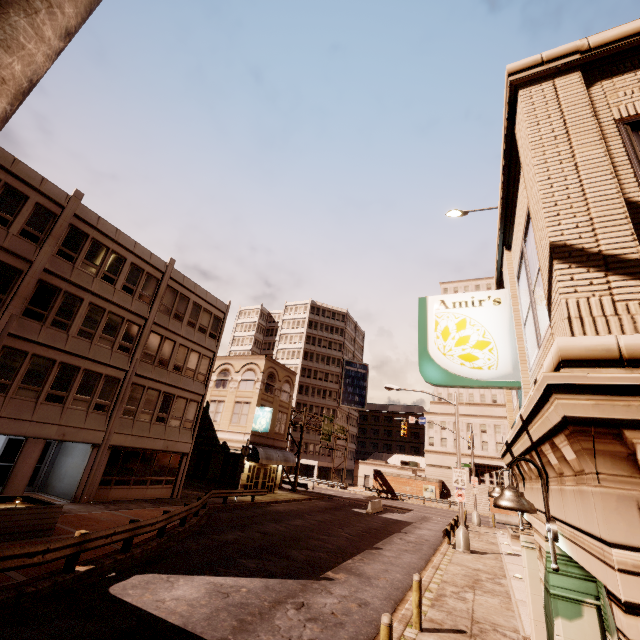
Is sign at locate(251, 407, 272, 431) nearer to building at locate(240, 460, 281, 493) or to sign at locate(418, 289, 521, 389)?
building at locate(240, 460, 281, 493)

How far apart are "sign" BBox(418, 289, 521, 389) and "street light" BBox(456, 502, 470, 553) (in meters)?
17.84

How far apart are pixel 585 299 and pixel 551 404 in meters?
0.9 m

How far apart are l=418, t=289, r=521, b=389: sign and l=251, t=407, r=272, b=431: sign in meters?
27.3

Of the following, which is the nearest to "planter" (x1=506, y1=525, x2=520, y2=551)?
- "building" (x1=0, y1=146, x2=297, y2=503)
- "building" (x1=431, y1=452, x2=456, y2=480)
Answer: "building" (x1=0, y1=146, x2=297, y2=503)

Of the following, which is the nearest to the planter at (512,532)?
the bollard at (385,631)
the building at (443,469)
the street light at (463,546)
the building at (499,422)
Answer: the street light at (463,546)

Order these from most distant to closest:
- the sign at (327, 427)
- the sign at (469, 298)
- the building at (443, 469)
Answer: the building at (443, 469)
the sign at (327, 427)
the sign at (469, 298)

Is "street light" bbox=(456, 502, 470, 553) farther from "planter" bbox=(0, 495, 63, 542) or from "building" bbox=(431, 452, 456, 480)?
"building" bbox=(431, 452, 456, 480)
